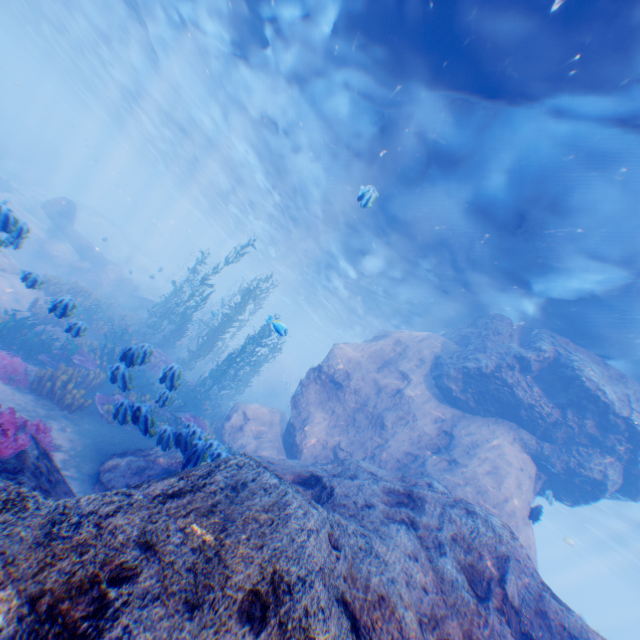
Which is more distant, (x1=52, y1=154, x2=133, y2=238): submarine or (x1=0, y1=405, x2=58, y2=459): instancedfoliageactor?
(x1=52, y1=154, x2=133, y2=238): submarine

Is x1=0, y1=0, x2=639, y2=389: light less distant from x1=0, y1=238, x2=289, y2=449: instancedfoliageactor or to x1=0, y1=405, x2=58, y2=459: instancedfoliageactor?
x1=0, y1=238, x2=289, y2=449: instancedfoliageactor

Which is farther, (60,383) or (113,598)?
(60,383)

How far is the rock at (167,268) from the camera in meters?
56.8

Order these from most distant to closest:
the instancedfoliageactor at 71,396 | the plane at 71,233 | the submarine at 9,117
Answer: the submarine at 9,117 < the plane at 71,233 < the instancedfoliageactor at 71,396

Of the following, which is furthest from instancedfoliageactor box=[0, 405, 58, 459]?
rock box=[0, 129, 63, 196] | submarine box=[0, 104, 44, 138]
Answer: submarine box=[0, 104, 44, 138]

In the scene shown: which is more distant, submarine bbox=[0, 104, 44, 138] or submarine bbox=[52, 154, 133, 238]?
submarine bbox=[52, 154, 133, 238]

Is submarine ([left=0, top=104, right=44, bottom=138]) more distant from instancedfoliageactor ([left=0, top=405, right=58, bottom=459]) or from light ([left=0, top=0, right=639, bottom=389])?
instancedfoliageactor ([left=0, top=405, right=58, bottom=459])
